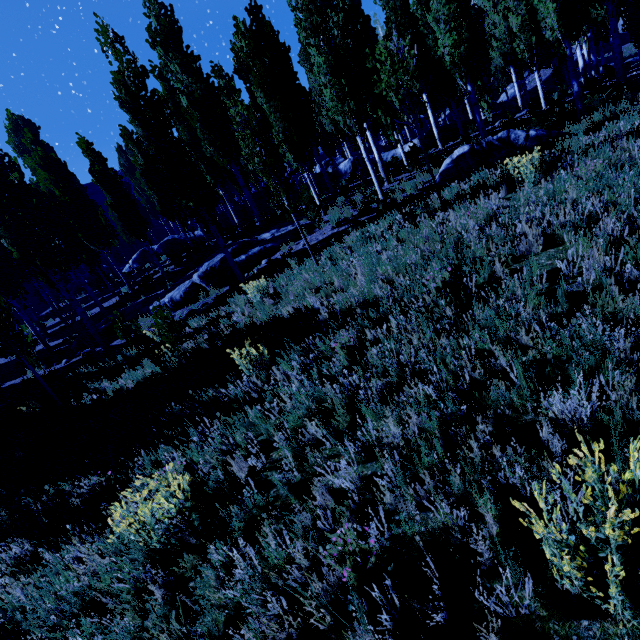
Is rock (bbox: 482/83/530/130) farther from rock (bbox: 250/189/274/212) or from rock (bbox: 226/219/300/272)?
rock (bbox: 226/219/300/272)

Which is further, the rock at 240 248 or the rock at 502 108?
the rock at 502 108

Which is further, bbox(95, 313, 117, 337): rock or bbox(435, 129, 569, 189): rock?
bbox(95, 313, 117, 337): rock

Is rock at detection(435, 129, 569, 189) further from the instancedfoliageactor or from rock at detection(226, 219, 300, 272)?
rock at detection(226, 219, 300, 272)

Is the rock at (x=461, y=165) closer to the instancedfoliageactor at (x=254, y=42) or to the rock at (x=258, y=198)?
the instancedfoliageactor at (x=254, y=42)

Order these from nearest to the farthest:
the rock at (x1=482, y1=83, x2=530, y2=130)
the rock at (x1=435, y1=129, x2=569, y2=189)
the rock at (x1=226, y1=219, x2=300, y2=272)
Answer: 1. the rock at (x1=435, y1=129, x2=569, y2=189)
2. the rock at (x1=226, y1=219, x2=300, y2=272)
3. the rock at (x1=482, y1=83, x2=530, y2=130)

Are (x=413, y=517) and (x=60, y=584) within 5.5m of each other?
yes
